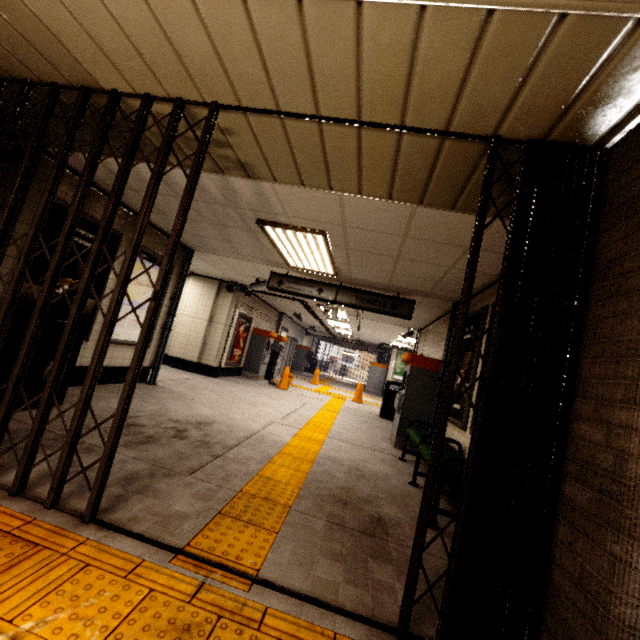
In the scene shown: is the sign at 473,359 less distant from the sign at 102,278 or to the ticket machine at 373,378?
the sign at 102,278

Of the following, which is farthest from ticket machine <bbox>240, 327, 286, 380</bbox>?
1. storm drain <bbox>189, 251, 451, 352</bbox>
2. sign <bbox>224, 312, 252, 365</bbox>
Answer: storm drain <bbox>189, 251, 451, 352</bbox>

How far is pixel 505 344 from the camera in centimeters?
186cm

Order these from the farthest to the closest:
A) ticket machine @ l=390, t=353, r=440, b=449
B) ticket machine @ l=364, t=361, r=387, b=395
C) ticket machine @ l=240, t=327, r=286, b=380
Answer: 1. ticket machine @ l=364, t=361, r=387, b=395
2. ticket machine @ l=240, t=327, r=286, b=380
3. ticket machine @ l=390, t=353, r=440, b=449

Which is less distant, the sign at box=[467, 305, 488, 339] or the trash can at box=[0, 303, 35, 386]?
the trash can at box=[0, 303, 35, 386]

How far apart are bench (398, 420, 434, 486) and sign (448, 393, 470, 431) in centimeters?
19cm

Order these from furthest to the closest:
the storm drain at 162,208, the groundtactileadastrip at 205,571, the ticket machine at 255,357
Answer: the ticket machine at 255,357 < the storm drain at 162,208 < the groundtactileadastrip at 205,571

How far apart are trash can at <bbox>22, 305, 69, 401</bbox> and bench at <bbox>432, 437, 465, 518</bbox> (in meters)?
4.50
